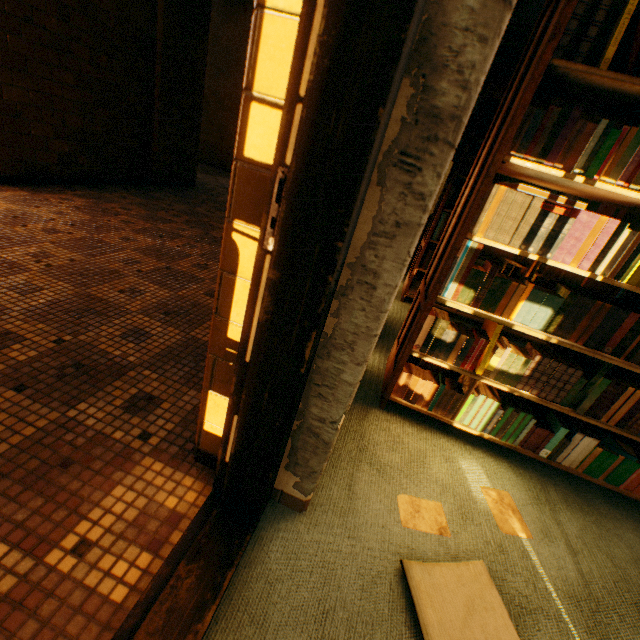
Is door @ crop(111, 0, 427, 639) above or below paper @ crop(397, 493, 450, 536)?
above

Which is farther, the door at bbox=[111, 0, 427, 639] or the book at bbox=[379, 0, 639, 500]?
the book at bbox=[379, 0, 639, 500]

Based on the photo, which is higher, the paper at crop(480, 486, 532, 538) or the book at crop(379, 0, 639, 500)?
the book at crop(379, 0, 639, 500)

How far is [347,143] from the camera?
0.6m

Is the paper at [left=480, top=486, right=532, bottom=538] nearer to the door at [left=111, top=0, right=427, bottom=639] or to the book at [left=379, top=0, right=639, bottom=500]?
the book at [left=379, top=0, right=639, bottom=500]

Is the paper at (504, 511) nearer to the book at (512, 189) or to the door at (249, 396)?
the book at (512, 189)

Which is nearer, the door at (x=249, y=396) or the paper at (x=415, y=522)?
the door at (x=249, y=396)
